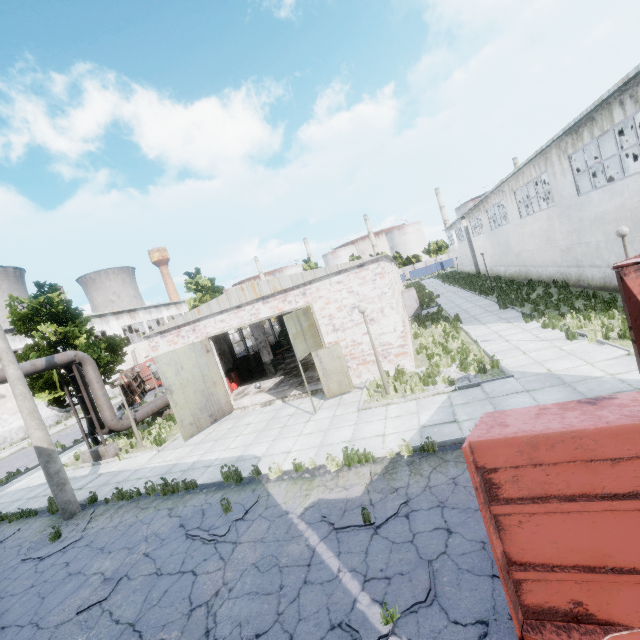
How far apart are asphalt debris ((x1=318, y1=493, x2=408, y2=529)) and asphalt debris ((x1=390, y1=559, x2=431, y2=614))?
1.0 meters

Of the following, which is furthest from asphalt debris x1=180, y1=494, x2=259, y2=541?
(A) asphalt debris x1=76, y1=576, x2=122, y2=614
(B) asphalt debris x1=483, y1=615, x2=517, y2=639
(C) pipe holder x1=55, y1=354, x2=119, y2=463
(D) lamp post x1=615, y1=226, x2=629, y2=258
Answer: (D) lamp post x1=615, y1=226, x2=629, y2=258

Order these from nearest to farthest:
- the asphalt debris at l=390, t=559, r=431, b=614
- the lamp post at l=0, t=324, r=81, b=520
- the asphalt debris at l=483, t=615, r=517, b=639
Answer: the asphalt debris at l=483, t=615, r=517, b=639, the asphalt debris at l=390, t=559, r=431, b=614, the lamp post at l=0, t=324, r=81, b=520

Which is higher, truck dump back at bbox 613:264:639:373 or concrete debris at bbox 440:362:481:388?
truck dump back at bbox 613:264:639:373

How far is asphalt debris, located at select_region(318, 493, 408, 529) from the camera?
5.9 meters

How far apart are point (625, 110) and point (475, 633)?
16.6 meters

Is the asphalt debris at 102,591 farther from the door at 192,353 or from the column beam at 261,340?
the column beam at 261,340

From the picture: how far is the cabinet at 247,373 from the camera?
21.95m
